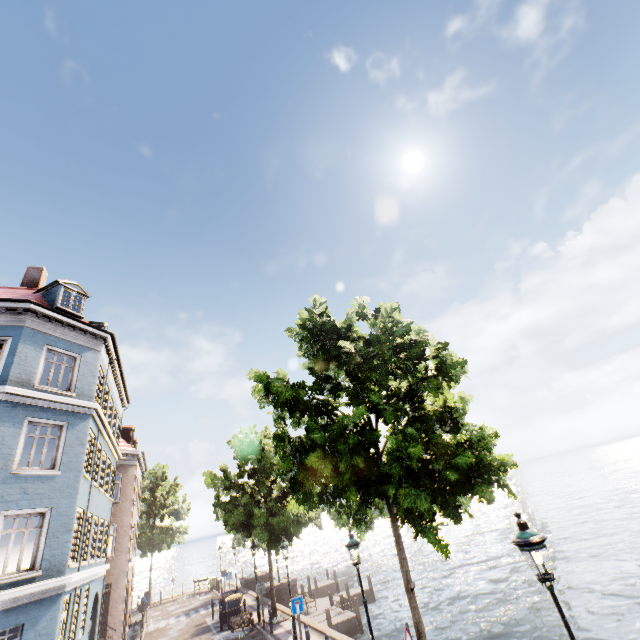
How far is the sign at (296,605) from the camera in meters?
12.2 m

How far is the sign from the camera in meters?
12.2 m

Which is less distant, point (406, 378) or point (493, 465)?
point (493, 465)

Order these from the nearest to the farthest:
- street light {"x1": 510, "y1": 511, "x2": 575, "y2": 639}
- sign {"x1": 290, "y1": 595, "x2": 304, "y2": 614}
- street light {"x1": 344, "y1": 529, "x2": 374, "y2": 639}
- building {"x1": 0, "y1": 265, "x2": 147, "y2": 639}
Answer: street light {"x1": 510, "y1": 511, "x2": 575, "y2": 639}, street light {"x1": 344, "y1": 529, "x2": 374, "y2": 639}, building {"x1": 0, "y1": 265, "x2": 147, "y2": 639}, sign {"x1": 290, "y1": 595, "x2": 304, "y2": 614}

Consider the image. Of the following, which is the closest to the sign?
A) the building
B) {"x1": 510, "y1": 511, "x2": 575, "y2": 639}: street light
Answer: {"x1": 510, "y1": 511, "x2": 575, "y2": 639}: street light

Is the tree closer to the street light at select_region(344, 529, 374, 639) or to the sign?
the street light at select_region(344, 529, 374, 639)

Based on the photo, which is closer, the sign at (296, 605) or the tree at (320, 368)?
the tree at (320, 368)

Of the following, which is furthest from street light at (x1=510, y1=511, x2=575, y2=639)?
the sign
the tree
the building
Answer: the building
